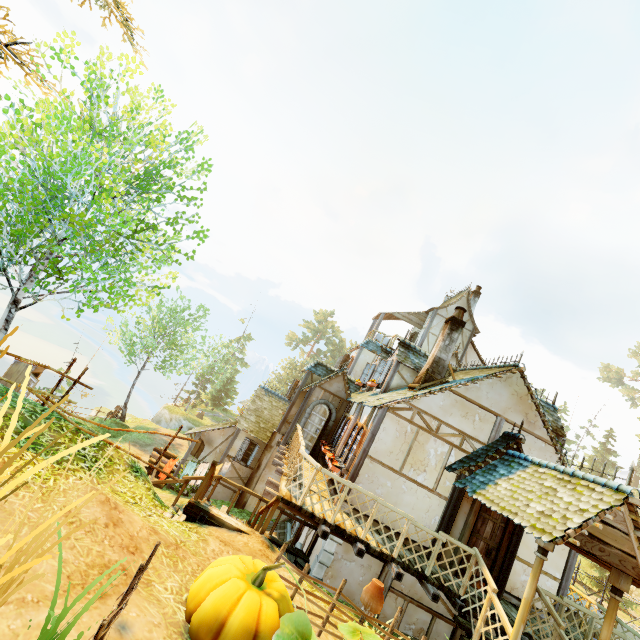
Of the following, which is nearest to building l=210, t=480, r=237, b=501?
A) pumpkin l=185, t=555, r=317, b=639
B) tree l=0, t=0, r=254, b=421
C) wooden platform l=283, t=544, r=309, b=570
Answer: pumpkin l=185, t=555, r=317, b=639

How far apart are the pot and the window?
5.00m

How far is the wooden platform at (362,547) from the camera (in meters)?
7.33

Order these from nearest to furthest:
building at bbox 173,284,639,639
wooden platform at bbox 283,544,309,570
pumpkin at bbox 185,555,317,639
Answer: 1. pumpkin at bbox 185,555,317,639
2. building at bbox 173,284,639,639
3. wooden platform at bbox 283,544,309,570

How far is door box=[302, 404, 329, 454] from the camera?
13.95m

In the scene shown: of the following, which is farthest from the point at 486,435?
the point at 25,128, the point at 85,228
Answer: the point at 25,128

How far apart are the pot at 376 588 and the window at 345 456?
5.00m

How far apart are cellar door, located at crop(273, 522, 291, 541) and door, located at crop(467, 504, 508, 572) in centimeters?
705cm
